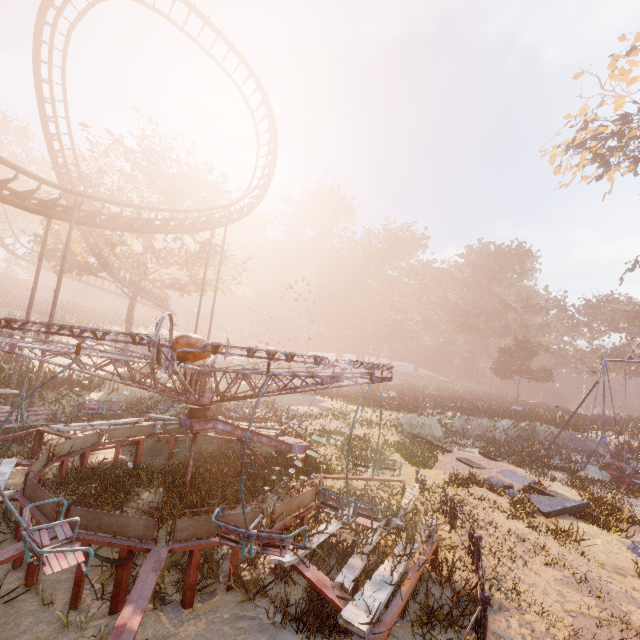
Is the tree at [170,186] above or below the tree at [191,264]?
above

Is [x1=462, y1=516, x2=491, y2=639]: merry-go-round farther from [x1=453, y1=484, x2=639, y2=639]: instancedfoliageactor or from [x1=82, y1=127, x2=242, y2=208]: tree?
[x1=82, y1=127, x2=242, y2=208]: tree

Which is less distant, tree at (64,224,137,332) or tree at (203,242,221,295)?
tree at (64,224,137,332)

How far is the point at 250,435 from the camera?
10.0m

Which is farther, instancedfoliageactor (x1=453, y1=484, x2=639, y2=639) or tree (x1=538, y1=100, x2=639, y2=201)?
tree (x1=538, y1=100, x2=639, y2=201)

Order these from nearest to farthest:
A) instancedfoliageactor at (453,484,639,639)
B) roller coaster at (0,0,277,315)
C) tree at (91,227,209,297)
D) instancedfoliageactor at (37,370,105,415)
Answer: instancedfoliageactor at (453,484,639,639) < roller coaster at (0,0,277,315) < instancedfoliageactor at (37,370,105,415) < tree at (91,227,209,297)

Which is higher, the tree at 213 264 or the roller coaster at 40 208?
the tree at 213 264

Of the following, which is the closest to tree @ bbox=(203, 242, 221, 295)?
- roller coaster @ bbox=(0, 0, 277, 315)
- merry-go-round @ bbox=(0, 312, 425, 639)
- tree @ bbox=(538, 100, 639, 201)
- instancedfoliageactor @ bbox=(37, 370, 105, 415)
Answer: roller coaster @ bbox=(0, 0, 277, 315)
